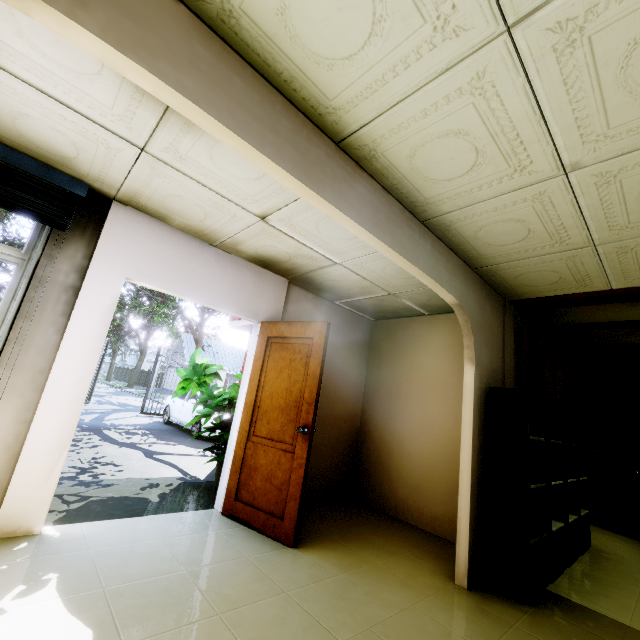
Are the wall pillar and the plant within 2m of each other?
no

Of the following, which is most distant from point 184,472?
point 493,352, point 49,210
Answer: point 493,352

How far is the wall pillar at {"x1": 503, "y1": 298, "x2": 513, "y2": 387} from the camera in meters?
3.6 m

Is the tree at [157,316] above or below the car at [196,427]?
above

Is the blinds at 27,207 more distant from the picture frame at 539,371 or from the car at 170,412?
the car at 170,412

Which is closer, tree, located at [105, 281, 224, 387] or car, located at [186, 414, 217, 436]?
car, located at [186, 414, 217, 436]

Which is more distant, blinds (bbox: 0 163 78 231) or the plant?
the plant

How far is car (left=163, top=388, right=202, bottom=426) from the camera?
10.5m
